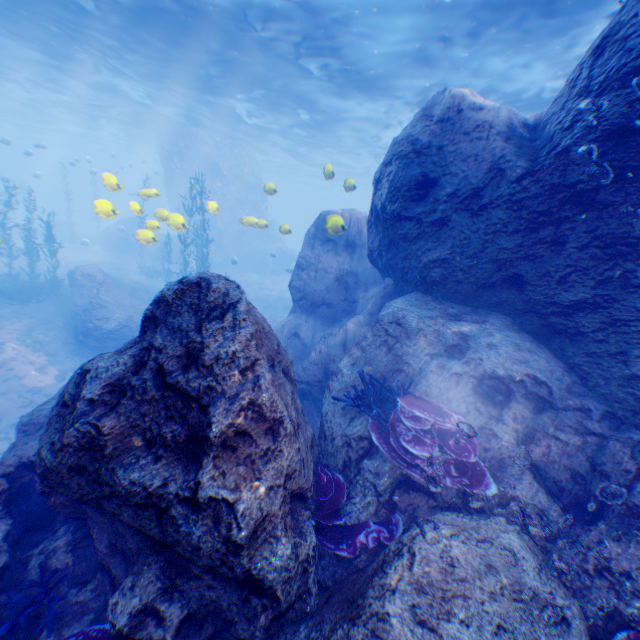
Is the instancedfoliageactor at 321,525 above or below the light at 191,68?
below

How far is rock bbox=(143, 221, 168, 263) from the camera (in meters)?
10.04

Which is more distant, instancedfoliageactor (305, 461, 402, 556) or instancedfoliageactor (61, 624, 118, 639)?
instancedfoliageactor (305, 461, 402, 556)

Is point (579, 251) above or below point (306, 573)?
above

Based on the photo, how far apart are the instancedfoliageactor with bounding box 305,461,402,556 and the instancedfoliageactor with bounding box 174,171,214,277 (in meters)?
16.50

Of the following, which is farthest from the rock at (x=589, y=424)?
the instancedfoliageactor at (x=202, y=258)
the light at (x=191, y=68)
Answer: the instancedfoliageactor at (x=202, y=258)

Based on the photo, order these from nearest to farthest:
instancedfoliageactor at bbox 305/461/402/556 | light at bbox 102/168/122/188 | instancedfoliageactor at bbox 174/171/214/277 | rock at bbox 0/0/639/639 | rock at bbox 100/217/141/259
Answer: rock at bbox 0/0/639/639, instancedfoliageactor at bbox 305/461/402/556, light at bbox 102/168/122/188, instancedfoliageactor at bbox 174/171/214/277, rock at bbox 100/217/141/259

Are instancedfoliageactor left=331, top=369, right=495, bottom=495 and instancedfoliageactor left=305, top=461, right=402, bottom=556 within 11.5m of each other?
yes
